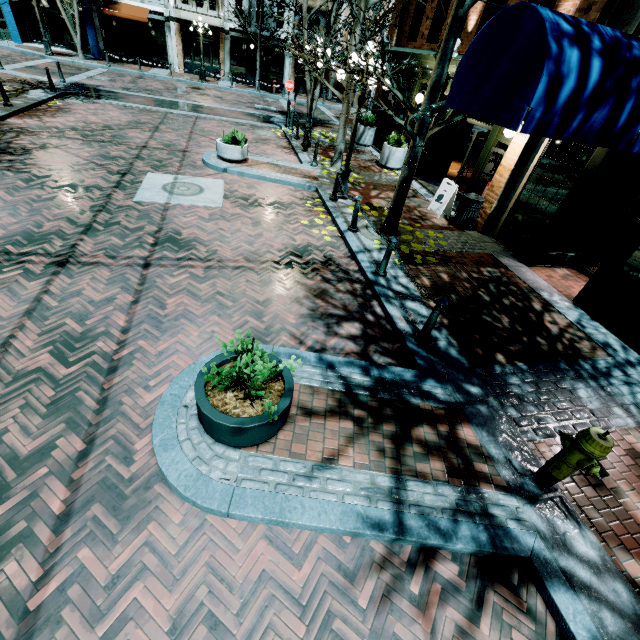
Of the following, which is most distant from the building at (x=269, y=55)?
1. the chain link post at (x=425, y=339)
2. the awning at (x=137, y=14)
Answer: the chain link post at (x=425, y=339)

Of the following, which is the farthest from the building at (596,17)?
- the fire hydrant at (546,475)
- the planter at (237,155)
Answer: the planter at (237,155)

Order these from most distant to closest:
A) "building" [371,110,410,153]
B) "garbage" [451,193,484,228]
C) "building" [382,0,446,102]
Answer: "building" [371,110,410,153], "building" [382,0,446,102], "garbage" [451,193,484,228]

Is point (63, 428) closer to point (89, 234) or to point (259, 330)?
point (259, 330)

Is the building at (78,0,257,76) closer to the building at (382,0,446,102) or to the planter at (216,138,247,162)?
the building at (382,0,446,102)

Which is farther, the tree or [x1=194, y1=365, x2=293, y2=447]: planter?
the tree

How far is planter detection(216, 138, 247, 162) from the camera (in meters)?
10.37

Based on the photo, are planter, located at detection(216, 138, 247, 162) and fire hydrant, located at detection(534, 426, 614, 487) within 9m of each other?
no
